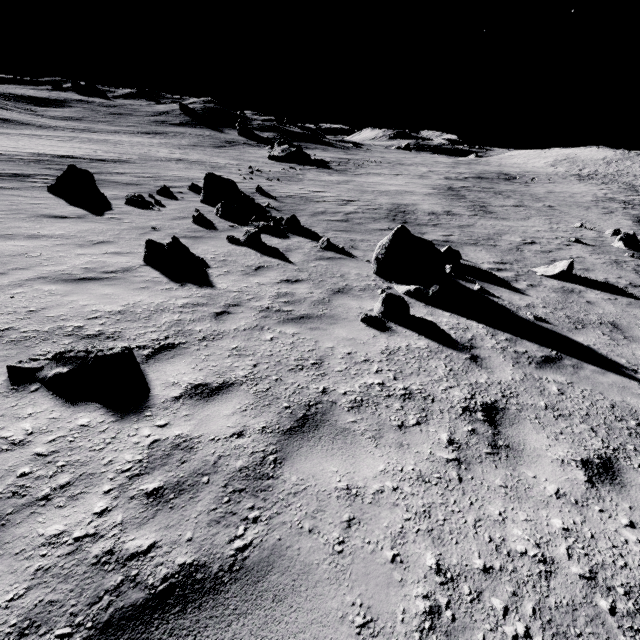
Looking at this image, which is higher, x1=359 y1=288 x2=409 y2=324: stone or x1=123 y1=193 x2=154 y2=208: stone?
x1=359 y1=288 x2=409 y2=324: stone

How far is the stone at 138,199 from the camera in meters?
12.4 m

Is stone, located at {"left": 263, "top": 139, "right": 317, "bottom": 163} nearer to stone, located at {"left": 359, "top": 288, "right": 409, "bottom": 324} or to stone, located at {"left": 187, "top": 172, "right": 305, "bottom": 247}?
stone, located at {"left": 187, "top": 172, "right": 305, "bottom": 247}

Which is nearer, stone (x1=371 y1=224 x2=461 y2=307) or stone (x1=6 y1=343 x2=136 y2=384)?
stone (x1=6 y1=343 x2=136 y2=384)

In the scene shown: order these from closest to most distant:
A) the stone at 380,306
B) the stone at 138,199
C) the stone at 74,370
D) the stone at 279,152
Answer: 1. the stone at 74,370
2. the stone at 380,306
3. the stone at 138,199
4. the stone at 279,152

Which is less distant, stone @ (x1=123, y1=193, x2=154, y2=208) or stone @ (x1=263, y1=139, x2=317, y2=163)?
stone @ (x1=123, y1=193, x2=154, y2=208)

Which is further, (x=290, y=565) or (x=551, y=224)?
(x=551, y=224)

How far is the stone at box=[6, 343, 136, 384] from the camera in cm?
329
